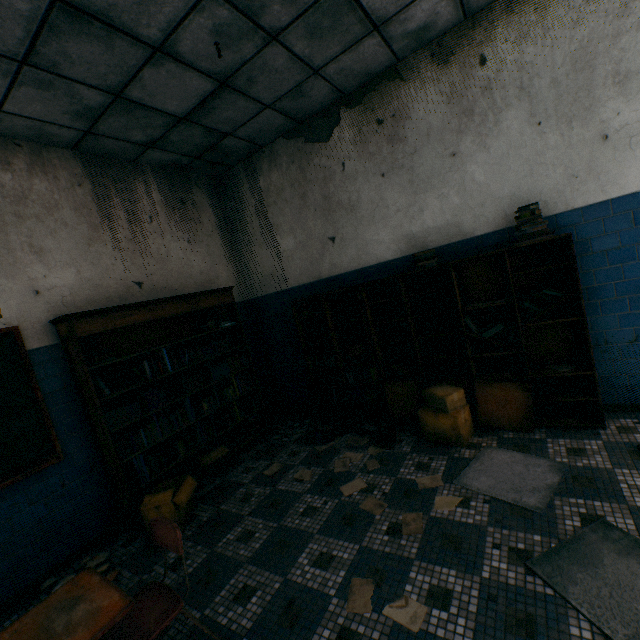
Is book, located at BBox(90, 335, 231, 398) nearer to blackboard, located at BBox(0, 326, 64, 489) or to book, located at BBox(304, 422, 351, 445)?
blackboard, located at BBox(0, 326, 64, 489)

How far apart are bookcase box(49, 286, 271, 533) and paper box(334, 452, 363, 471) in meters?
1.5 m

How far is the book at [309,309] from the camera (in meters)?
4.36

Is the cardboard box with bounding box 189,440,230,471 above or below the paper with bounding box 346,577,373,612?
above

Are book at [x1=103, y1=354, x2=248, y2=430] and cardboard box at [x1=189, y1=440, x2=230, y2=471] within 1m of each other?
yes

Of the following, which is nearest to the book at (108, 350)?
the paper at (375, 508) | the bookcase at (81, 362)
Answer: the bookcase at (81, 362)

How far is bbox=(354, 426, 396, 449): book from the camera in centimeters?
352cm

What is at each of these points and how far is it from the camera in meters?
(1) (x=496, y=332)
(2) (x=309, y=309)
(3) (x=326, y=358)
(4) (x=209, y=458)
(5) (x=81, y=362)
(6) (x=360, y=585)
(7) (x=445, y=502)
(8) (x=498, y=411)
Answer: (1) book, 3.3 m
(2) book, 4.4 m
(3) book, 4.4 m
(4) cardboard box, 3.9 m
(5) bookcase, 3.0 m
(6) paper, 2.0 m
(7) paper, 2.5 m
(8) bookcase, 3.3 m
